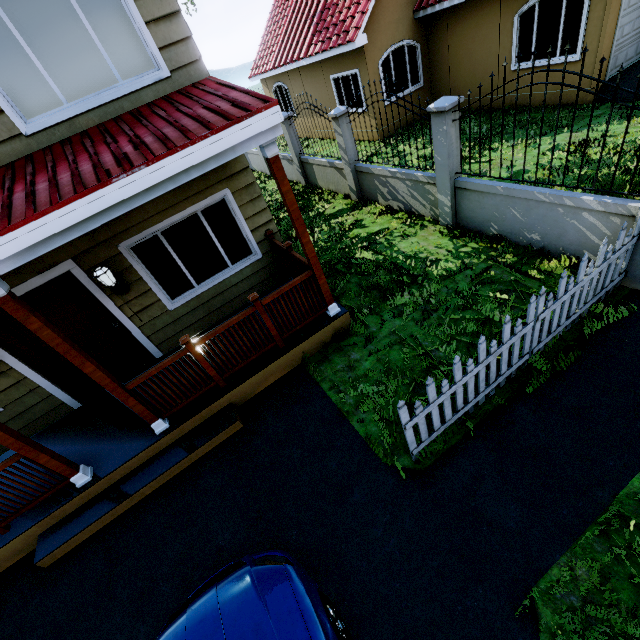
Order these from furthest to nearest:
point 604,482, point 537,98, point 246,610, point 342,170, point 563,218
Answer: point 537,98
point 342,170
point 563,218
point 604,482
point 246,610

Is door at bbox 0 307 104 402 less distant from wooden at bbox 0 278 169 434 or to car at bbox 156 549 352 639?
wooden at bbox 0 278 169 434

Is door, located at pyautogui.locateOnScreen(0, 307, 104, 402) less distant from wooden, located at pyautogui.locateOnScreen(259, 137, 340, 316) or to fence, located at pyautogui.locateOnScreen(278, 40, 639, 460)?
wooden, located at pyautogui.locateOnScreen(259, 137, 340, 316)

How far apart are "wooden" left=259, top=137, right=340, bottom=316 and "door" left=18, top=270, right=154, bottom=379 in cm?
345

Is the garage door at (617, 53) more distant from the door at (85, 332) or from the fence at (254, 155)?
the door at (85, 332)

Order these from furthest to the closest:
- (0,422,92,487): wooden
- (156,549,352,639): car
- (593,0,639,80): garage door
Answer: (593,0,639,80): garage door → (0,422,92,487): wooden → (156,549,352,639): car

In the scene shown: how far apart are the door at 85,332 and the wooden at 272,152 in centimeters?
345cm

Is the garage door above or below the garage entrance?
above
